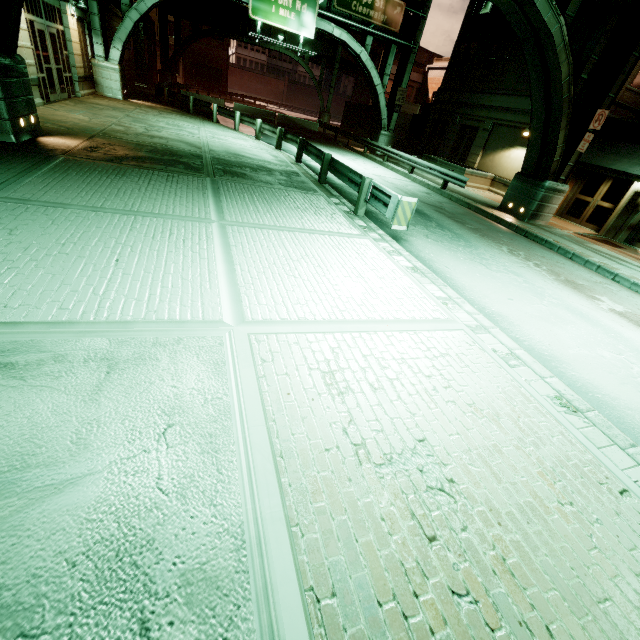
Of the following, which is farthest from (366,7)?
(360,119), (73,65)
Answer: (360,119)

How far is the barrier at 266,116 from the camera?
29.7 meters

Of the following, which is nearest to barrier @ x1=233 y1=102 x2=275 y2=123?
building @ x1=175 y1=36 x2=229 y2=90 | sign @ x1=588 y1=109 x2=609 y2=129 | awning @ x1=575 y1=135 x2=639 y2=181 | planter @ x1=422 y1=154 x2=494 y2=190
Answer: planter @ x1=422 y1=154 x2=494 y2=190

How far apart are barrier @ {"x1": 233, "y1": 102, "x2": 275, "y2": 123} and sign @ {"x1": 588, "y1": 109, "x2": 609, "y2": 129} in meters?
26.5

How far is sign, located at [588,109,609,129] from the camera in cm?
1252

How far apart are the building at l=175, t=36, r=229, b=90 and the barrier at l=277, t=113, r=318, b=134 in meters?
→ 33.8 m

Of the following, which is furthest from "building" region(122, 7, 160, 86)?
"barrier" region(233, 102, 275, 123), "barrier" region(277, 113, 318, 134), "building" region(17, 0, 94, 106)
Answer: "barrier" region(277, 113, 318, 134)

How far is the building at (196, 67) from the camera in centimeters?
5097cm
